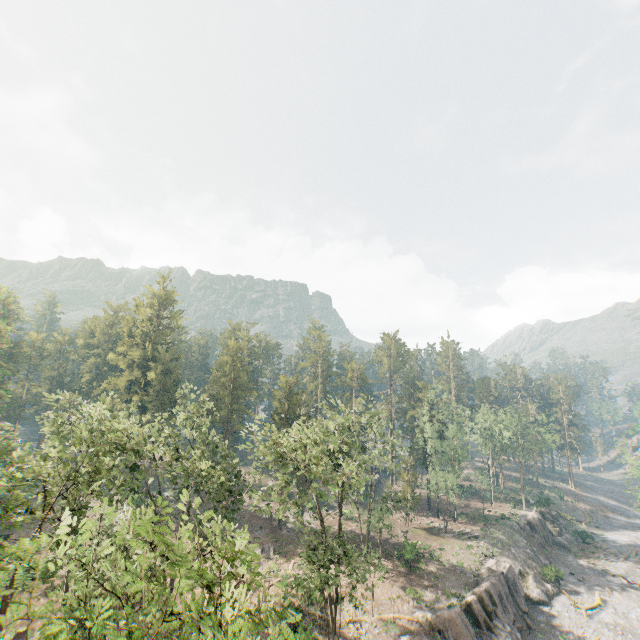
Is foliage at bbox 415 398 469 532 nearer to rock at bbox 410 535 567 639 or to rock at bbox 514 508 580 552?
rock at bbox 410 535 567 639

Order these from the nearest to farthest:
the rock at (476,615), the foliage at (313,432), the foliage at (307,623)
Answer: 1. the foliage at (313,432)
2. the foliage at (307,623)
3. the rock at (476,615)

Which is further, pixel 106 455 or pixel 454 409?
Result: pixel 454 409

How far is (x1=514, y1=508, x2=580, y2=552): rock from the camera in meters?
52.8 m

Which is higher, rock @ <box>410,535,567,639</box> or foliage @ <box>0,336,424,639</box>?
foliage @ <box>0,336,424,639</box>

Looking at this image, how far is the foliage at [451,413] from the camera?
50.59m

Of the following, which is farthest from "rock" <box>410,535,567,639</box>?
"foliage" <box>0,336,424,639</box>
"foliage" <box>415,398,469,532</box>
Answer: "foliage" <box>415,398,469,532</box>

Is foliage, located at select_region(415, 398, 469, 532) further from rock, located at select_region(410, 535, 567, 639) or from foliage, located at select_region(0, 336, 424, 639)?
foliage, located at select_region(0, 336, 424, 639)
